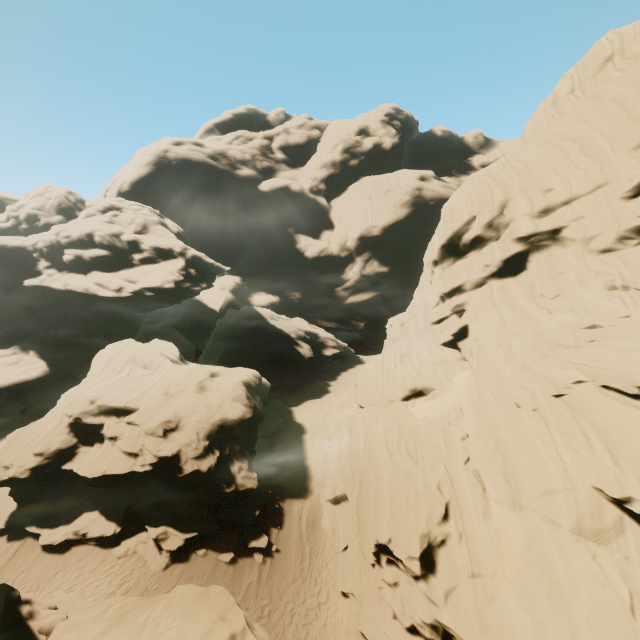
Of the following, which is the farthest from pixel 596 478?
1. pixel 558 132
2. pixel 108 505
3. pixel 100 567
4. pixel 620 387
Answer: pixel 558 132

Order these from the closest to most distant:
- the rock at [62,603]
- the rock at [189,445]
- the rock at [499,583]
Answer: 1. the rock at [62,603]
2. the rock at [499,583]
3. the rock at [189,445]

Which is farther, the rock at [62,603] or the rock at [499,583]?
the rock at [499,583]

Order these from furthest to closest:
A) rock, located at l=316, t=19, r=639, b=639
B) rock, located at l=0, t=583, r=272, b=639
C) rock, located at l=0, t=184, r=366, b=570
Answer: rock, located at l=0, t=184, r=366, b=570 → rock, located at l=316, t=19, r=639, b=639 → rock, located at l=0, t=583, r=272, b=639

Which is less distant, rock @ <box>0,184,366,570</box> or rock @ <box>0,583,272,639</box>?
rock @ <box>0,583,272,639</box>
